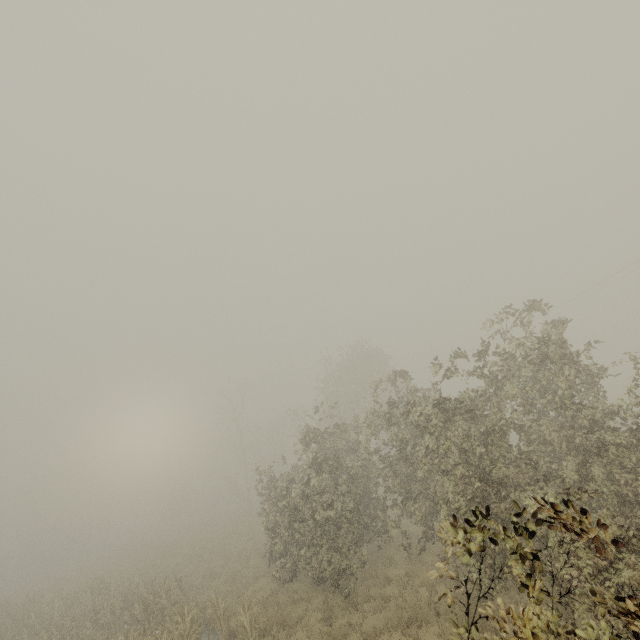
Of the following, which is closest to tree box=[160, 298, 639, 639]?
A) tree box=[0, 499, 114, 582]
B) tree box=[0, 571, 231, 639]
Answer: tree box=[0, 571, 231, 639]

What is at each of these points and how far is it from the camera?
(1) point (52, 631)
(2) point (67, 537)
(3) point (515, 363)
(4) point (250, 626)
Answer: (1) tree, 14.6m
(2) tree, 49.5m
(3) tree, 11.7m
(4) tree, 10.5m

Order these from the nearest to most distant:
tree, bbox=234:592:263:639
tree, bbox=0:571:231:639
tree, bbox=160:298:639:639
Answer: tree, bbox=160:298:639:639 → tree, bbox=234:592:263:639 → tree, bbox=0:571:231:639

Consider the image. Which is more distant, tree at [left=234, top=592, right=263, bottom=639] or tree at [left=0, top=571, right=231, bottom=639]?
tree at [left=0, top=571, right=231, bottom=639]

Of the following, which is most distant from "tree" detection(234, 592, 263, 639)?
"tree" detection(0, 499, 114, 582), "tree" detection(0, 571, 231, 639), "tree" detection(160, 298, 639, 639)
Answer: "tree" detection(0, 499, 114, 582)

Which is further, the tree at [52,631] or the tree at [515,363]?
the tree at [52,631]

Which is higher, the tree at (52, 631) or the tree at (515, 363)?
the tree at (515, 363)

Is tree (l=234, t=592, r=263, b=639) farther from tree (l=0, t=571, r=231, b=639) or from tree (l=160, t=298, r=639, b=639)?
tree (l=0, t=571, r=231, b=639)
